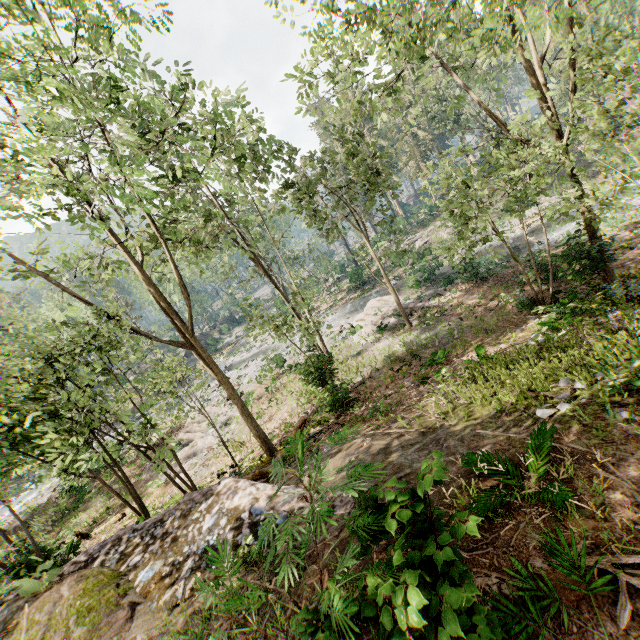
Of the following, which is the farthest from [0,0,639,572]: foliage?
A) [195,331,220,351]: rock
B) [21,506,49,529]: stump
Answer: [21,506,49,529]: stump

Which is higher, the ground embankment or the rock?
the ground embankment

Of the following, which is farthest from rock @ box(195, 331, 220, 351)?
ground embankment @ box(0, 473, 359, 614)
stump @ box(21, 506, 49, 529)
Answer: ground embankment @ box(0, 473, 359, 614)

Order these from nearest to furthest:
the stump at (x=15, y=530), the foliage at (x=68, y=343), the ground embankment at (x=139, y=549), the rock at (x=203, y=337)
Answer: the ground embankment at (x=139, y=549)
the foliage at (x=68, y=343)
the stump at (x=15, y=530)
the rock at (x=203, y=337)

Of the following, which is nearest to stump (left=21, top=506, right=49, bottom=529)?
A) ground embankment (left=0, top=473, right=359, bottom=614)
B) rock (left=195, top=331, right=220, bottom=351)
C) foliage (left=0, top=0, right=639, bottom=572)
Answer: foliage (left=0, top=0, right=639, bottom=572)

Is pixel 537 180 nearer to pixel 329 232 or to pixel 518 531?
pixel 518 531

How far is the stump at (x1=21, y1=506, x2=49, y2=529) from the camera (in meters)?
22.36

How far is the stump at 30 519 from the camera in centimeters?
2236cm
